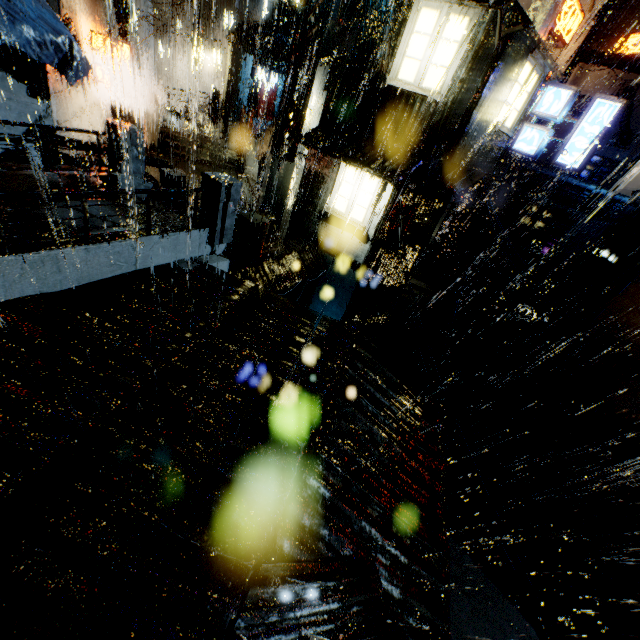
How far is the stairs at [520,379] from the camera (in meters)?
20.83

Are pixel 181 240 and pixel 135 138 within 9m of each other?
yes

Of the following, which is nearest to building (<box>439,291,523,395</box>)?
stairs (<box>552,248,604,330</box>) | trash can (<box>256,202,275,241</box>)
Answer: stairs (<box>552,248,604,330</box>)

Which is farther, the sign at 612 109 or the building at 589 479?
the building at 589 479

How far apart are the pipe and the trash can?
22.44m

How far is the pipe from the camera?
19.3m

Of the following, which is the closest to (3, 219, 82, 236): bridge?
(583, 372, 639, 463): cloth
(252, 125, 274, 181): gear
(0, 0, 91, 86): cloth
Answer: (0, 0, 91, 86): cloth

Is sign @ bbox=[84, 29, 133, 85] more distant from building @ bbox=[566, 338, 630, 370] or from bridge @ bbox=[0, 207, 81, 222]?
bridge @ bbox=[0, 207, 81, 222]
